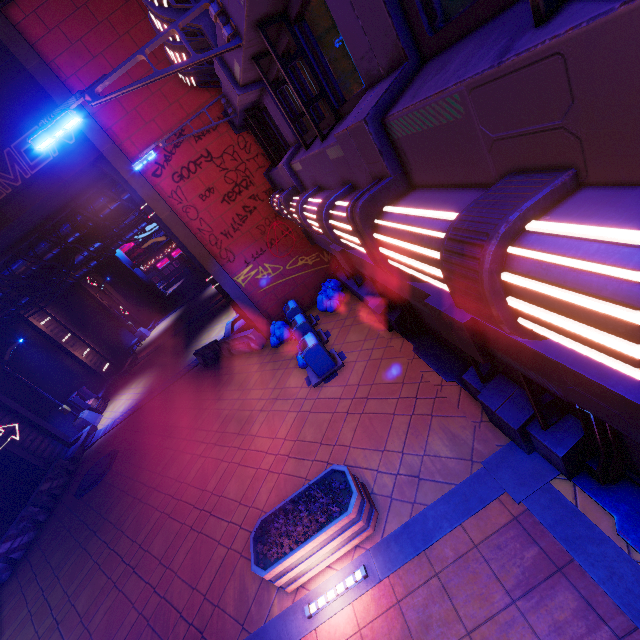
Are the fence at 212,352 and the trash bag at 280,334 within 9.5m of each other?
yes

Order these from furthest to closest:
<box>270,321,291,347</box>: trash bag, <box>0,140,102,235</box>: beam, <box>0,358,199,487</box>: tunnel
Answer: <box>0,358,199,487</box>: tunnel → <box>270,321,291,347</box>: trash bag → <box>0,140,102,235</box>: beam

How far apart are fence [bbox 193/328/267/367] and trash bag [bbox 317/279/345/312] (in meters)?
2.75

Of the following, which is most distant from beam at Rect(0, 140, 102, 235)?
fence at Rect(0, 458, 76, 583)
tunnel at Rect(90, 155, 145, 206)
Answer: fence at Rect(0, 458, 76, 583)

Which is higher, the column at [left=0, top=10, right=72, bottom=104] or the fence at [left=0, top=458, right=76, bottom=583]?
the column at [left=0, top=10, right=72, bottom=104]

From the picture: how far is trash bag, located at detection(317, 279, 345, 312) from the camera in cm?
1258

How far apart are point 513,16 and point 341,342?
9.3m

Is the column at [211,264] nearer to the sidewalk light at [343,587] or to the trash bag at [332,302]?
the trash bag at [332,302]
